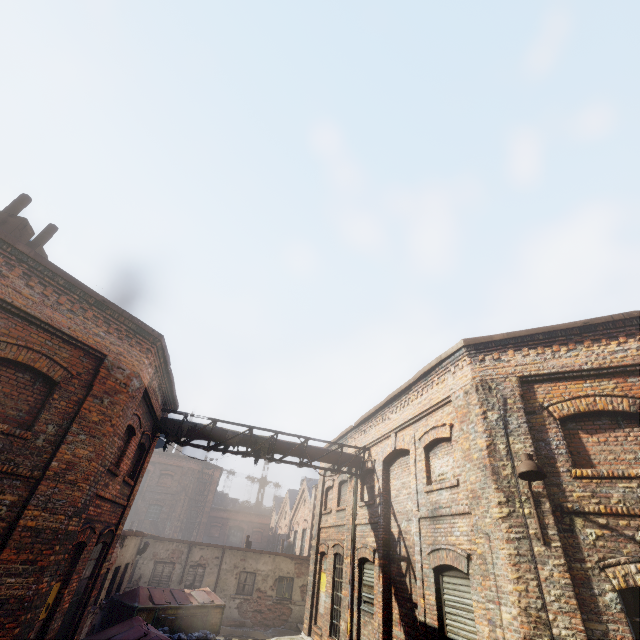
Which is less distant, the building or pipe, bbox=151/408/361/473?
pipe, bbox=151/408/361/473

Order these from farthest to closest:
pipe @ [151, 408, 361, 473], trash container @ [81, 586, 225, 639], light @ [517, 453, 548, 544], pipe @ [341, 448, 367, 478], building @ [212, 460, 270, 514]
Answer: building @ [212, 460, 270, 514], pipe @ [341, 448, 367, 478], pipe @ [151, 408, 361, 473], trash container @ [81, 586, 225, 639], light @ [517, 453, 548, 544]

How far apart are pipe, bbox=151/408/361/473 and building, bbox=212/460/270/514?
43.2m

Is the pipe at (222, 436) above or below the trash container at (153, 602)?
above

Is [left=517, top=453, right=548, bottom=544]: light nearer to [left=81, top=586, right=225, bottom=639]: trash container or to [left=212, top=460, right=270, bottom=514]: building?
[left=81, top=586, right=225, bottom=639]: trash container

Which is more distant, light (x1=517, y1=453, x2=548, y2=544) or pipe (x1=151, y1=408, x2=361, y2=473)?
pipe (x1=151, y1=408, x2=361, y2=473)

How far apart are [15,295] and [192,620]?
15.5m

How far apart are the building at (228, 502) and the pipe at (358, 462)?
43.24m
